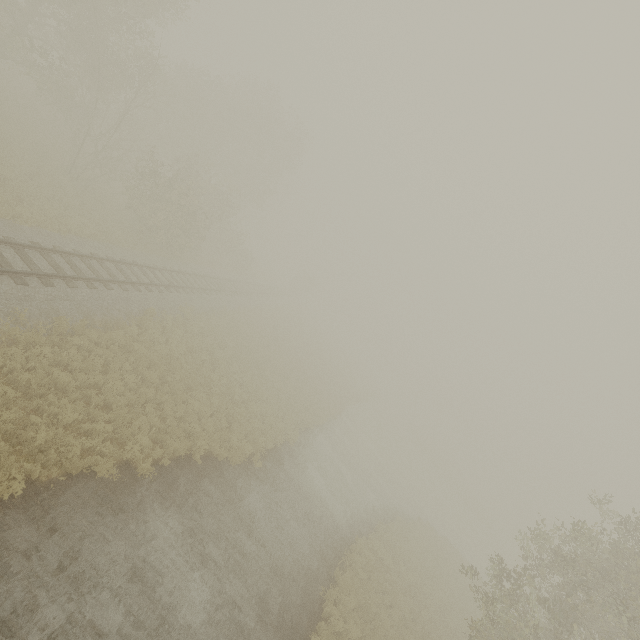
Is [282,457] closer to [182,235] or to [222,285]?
[222,285]
